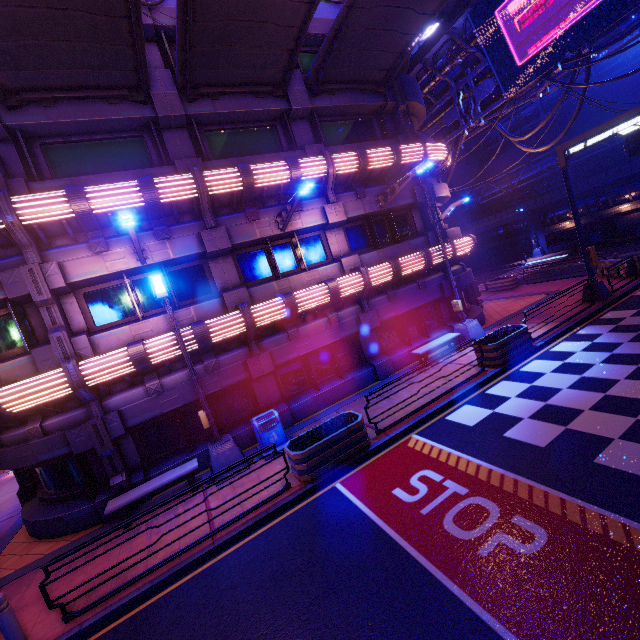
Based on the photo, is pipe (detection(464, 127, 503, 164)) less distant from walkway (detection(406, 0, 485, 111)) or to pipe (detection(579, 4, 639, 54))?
walkway (detection(406, 0, 485, 111))

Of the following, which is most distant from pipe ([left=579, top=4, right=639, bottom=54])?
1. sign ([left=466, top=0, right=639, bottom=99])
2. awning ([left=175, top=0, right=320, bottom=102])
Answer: awning ([left=175, top=0, right=320, bottom=102])

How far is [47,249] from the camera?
9.4 meters

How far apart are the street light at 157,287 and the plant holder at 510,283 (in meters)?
22.60

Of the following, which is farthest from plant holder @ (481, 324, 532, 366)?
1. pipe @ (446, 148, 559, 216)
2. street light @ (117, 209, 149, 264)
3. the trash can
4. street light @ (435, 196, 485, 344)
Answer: pipe @ (446, 148, 559, 216)

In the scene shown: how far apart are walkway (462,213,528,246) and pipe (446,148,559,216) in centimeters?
278cm

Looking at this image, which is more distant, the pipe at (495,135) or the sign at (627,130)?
the pipe at (495,135)

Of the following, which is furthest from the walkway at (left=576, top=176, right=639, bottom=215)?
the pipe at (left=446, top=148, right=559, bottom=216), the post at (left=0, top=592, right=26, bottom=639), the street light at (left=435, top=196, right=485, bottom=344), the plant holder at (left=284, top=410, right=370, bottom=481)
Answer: the post at (left=0, top=592, right=26, bottom=639)
